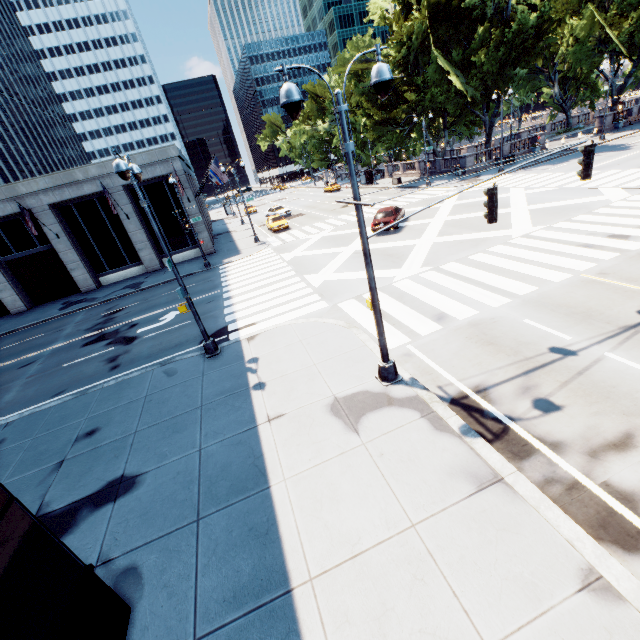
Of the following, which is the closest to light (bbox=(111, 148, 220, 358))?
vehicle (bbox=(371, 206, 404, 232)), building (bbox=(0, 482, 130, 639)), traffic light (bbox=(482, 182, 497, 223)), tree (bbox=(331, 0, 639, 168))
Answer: building (bbox=(0, 482, 130, 639))

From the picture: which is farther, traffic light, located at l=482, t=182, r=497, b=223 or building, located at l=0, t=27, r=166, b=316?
building, located at l=0, t=27, r=166, b=316

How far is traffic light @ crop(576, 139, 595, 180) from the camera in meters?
8.2

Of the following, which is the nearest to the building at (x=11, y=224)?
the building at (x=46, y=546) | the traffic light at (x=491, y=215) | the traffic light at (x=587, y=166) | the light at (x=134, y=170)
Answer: the light at (x=134, y=170)

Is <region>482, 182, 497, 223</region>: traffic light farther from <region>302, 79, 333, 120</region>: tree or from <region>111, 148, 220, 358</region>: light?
<region>302, 79, 333, 120</region>: tree

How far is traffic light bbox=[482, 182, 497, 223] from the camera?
7.79m

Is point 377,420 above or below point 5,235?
Answer: below
